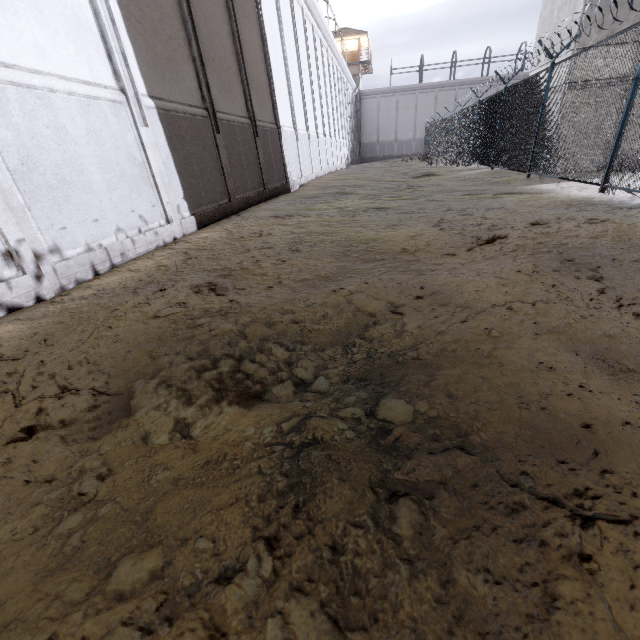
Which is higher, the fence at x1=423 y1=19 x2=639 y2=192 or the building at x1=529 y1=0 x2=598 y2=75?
the building at x1=529 y1=0 x2=598 y2=75

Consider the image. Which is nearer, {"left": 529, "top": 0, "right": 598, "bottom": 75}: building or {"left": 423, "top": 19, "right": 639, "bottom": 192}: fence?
{"left": 423, "top": 19, "right": 639, "bottom": 192}: fence

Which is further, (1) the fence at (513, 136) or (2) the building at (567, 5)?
(2) the building at (567, 5)

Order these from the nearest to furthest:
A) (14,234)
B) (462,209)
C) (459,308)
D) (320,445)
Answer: (320,445)
(459,308)
(14,234)
(462,209)

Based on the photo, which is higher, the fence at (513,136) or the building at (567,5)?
the building at (567,5)
